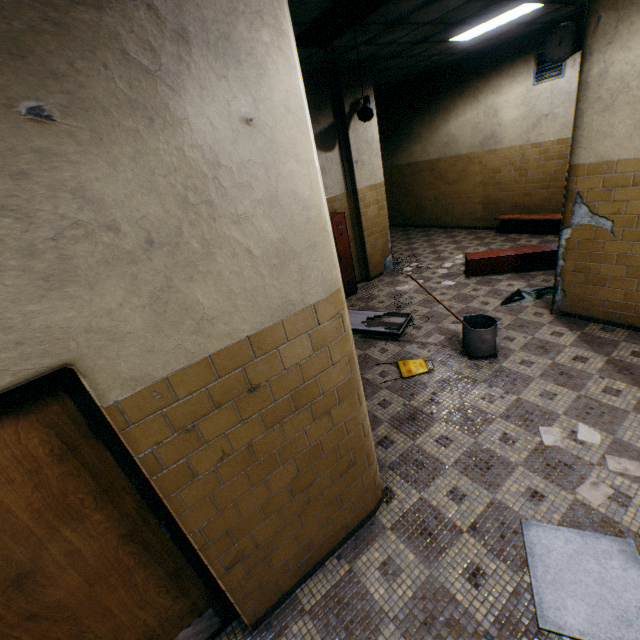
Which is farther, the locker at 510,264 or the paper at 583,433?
the locker at 510,264

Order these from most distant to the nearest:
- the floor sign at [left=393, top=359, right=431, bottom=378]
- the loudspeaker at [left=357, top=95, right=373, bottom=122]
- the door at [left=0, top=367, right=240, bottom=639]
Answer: the loudspeaker at [left=357, top=95, right=373, bottom=122], the floor sign at [left=393, top=359, right=431, bottom=378], the door at [left=0, top=367, right=240, bottom=639]

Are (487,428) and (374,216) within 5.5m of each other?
yes

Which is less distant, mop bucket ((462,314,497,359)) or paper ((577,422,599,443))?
paper ((577,422,599,443))

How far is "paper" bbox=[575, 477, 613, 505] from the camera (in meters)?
2.41

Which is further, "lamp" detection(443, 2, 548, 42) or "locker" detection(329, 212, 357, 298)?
"locker" detection(329, 212, 357, 298)

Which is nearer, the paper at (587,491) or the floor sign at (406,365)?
the paper at (587,491)

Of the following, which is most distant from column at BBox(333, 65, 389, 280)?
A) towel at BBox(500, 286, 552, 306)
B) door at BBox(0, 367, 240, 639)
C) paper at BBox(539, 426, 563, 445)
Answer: door at BBox(0, 367, 240, 639)
